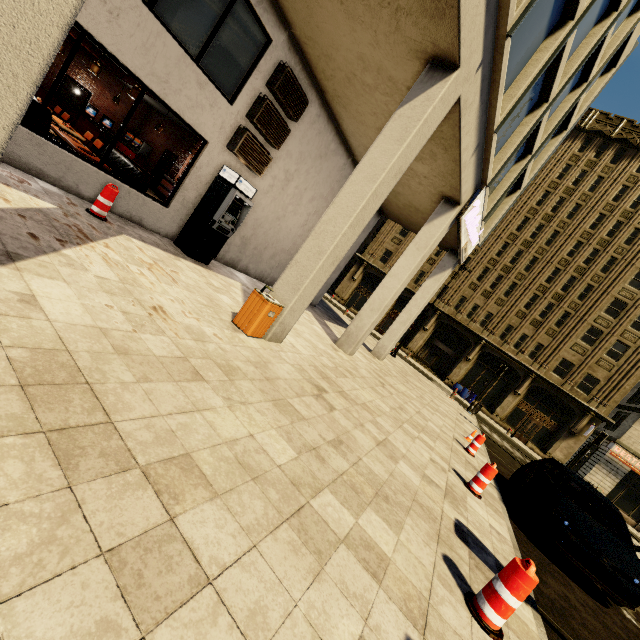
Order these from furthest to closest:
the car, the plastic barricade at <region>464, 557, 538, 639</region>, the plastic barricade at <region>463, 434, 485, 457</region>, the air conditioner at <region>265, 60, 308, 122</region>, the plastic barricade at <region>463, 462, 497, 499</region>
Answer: the plastic barricade at <region>463, 434, 485, 457</region> < the air conditioner at <region>265, 60, 308, 122</region> < the plastic barricade at <region>463, 462, 497, 499</region> < the car < the plastic barricade at <region>464, 557, 538, 639</region>

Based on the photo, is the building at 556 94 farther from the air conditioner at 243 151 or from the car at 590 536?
the car at 590 536

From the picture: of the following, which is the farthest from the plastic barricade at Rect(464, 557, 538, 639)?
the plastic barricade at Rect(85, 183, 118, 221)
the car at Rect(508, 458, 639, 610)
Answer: the plastic barricade at Rect(85, 183, 118, 221)

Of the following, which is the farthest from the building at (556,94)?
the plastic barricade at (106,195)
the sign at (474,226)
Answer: the plastic barricade at (106,195)

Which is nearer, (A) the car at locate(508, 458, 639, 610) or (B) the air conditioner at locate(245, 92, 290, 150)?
(A) the car at locate(508, 458, 639, 610)

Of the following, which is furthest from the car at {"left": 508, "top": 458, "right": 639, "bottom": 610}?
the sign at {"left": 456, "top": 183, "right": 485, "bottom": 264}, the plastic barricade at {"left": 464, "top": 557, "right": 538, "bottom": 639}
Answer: the sign at {"left": 456, "top": 183, "right": 485, "bottom": 264}

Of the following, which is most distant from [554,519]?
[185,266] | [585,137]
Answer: [585,137]

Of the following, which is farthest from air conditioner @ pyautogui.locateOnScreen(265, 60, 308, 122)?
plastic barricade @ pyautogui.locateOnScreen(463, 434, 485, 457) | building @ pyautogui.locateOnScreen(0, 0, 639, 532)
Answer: plastic barricade @ pyautogui.locateOnScreen(463, 434, 485, 457)
